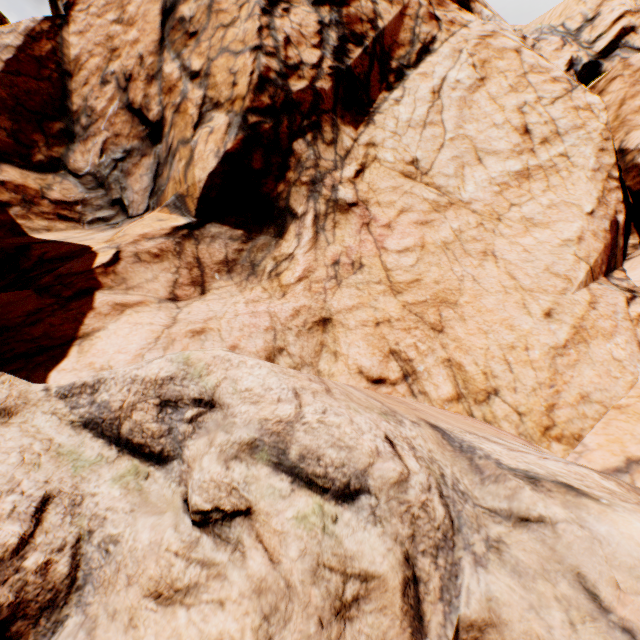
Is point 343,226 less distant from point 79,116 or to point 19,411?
point 19,411
